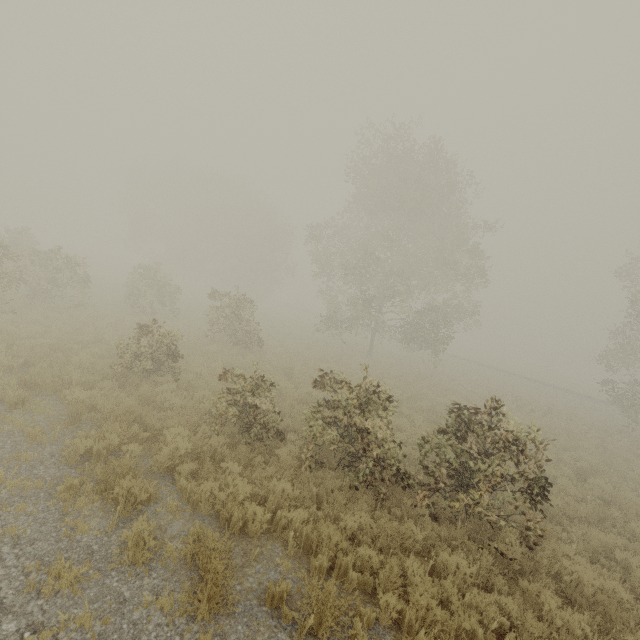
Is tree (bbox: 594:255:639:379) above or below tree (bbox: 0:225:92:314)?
above

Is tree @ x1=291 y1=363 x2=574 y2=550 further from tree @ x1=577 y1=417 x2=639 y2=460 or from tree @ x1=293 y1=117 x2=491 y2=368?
tree @ x1=577 y1=417 x2=639 y2=460

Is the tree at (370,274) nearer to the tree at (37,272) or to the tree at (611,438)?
the tree at (611,438)

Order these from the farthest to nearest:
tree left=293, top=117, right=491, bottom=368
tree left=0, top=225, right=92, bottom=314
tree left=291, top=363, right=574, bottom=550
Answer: tree left=293, top=117, right=491, bottom=368 → tree left=0, top=225, right=92, bottom=314 → tree left=291, top=363, right=574, bottom=550

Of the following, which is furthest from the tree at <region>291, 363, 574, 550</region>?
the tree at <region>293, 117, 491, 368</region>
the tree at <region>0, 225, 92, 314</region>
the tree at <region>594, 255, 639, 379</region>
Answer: the tree at <region>594, 255, 639, 379</region>

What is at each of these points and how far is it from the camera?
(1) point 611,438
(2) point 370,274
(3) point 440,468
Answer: (1) tree, 18.72m
(2) tree, 22.28m
(3) tree, 7.58m

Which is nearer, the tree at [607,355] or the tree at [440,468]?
the tree at [440,468]

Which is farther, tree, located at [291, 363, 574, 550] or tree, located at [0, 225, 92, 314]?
tree, located at [0, 225, 92, 314]
